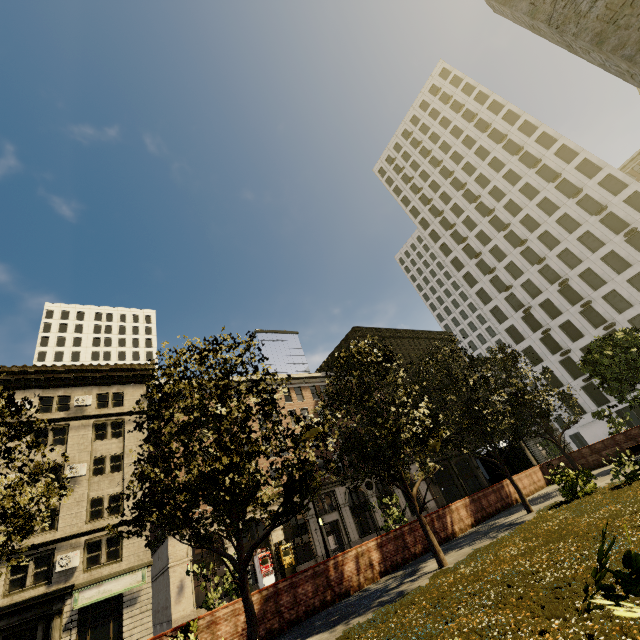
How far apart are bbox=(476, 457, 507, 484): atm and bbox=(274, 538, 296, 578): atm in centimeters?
1771cm

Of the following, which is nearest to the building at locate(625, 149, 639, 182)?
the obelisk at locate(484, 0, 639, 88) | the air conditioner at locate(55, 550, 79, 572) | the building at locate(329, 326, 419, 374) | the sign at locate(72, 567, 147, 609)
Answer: the building at locate(329, 326, 419, 374)

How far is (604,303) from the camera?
40.8m

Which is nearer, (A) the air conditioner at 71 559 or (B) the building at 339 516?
(A) the air conditioner at 71 559

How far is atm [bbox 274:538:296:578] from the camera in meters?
26.8

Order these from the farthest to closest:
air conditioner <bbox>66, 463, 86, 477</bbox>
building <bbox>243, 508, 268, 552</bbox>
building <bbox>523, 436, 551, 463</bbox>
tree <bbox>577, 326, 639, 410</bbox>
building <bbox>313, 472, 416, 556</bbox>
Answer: building <bbox>523, 436, 551, 463</bbox>, building <bbox>313, 472, 416, 556</bbox>, building <bbox>243, 508, 268, 552</bbox>, air conditioner <bbox>66, 463, 86, 477</bbox>, tree <bbox>577, 326, 639, 410</bbox>

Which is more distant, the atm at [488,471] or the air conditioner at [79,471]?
the air conditioner at [79,471]

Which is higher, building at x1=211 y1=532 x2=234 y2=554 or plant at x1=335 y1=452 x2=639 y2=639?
building at x1=211 y1=532 x2=234 y2=554
